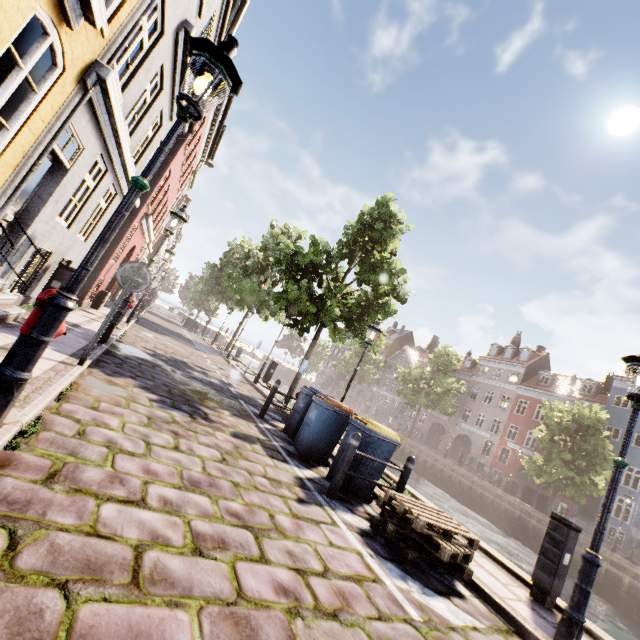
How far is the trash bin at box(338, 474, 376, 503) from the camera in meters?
5.7 m

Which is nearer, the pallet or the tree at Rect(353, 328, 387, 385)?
the pallet

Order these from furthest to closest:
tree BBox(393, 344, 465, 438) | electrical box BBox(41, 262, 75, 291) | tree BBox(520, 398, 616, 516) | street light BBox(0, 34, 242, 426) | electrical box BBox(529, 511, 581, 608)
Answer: tree BBox(393, 344, 465, 438)
tree BBox(520, 398, 616, 516)
electrical box BBox(41, 262, 75, 291)
electrical box BBox(529, 511, 581, 608)
street light BBox(0, 34, 242, 426)

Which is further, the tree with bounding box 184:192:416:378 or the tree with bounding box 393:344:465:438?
the tree with bounding box 393:344:465:438

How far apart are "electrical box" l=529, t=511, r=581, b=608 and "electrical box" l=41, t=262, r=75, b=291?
11.2m

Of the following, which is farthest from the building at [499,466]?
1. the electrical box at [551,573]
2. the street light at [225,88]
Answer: the street light at [225,88]

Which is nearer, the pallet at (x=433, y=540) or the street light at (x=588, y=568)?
the street light at (x=588, y=568)

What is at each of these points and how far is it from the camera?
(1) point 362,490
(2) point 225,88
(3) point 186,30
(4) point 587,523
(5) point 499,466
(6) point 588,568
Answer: (1) trash bin, 5.8 meters
(2) street light, 3.1 meters
(3) building, 7.3 meters
(4) building, 27.1 meters
(5) building, 34.6 meters
(6) street light, 3.6 meters
